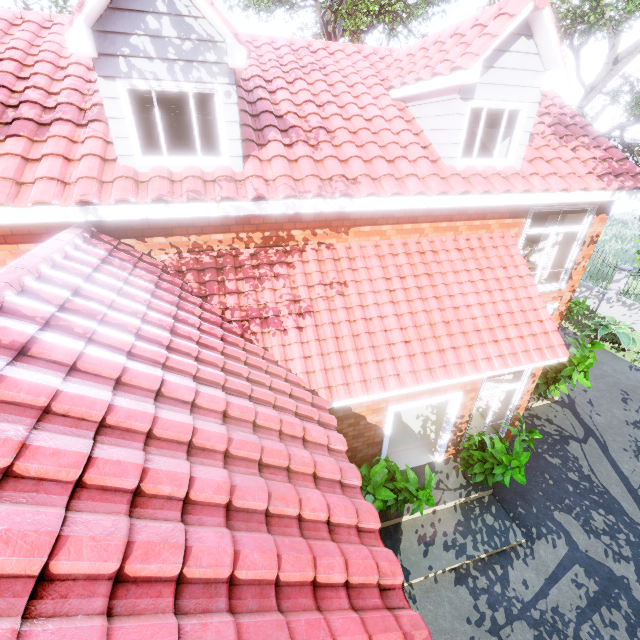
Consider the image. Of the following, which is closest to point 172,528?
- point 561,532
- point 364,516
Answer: point 364,516

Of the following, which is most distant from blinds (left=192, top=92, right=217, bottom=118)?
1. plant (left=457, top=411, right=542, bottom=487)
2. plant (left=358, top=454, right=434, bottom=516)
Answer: plant (left=457, top=411, right=542, bottom=487)

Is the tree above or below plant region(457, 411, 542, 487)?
above

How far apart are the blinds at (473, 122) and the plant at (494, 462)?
5.7 meters

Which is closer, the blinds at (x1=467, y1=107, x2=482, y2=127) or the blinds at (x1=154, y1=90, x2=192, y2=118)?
the blinds at (x1=154, y1=90, x2=192, y2=118)

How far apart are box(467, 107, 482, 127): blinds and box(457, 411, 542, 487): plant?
5.7 meters

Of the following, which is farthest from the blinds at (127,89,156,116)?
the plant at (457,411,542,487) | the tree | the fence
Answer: the fence

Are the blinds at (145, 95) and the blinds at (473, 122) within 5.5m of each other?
yes
